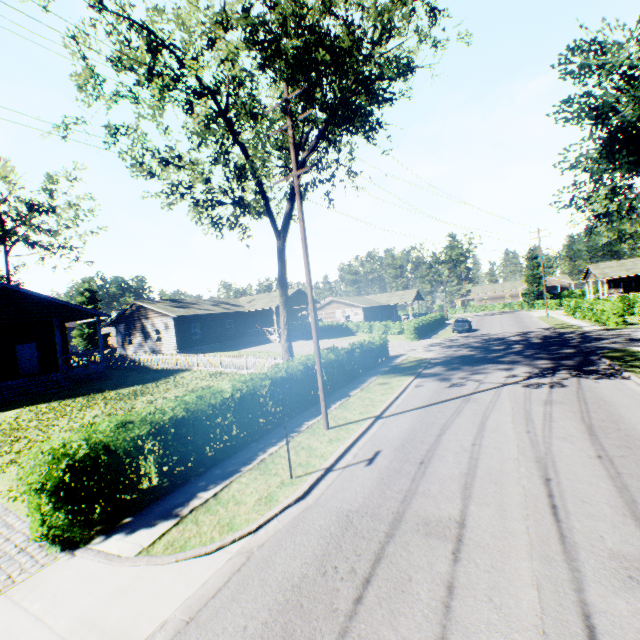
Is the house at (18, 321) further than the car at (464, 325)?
No

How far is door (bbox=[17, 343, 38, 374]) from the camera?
22.80m

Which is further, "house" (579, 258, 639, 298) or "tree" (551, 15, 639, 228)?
"house" (579, 258, 639, 298)

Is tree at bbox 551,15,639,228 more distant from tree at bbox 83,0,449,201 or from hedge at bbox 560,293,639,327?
hedge at bbox 560,293,639,327

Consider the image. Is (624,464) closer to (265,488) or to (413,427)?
(413,427)

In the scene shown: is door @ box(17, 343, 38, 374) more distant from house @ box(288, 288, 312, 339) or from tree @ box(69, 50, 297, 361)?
tree @ box(69, 50, 297, 361)

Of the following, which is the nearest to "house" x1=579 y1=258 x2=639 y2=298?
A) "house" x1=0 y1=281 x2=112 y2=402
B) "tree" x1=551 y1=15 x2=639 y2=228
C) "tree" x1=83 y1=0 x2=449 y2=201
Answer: "house" x1=0 y1=281 x2=112 y2=402

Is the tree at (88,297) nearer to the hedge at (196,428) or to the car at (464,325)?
the hedge at (196,428)
